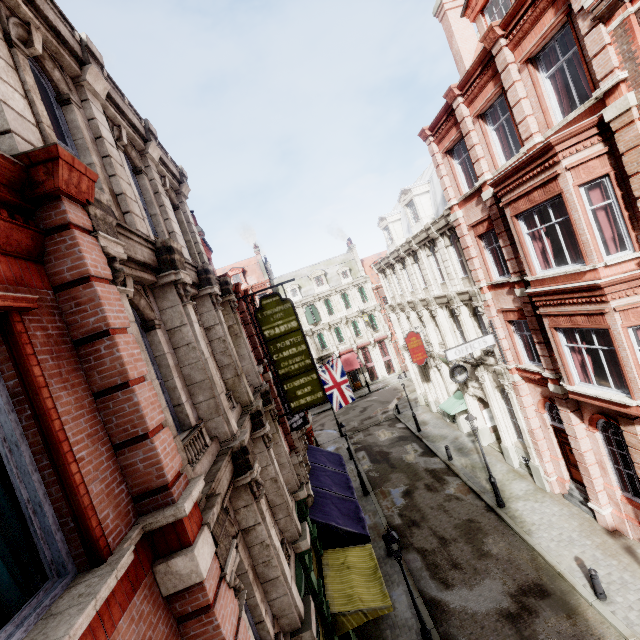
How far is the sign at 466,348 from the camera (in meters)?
14.88

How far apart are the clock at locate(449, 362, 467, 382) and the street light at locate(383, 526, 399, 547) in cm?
951

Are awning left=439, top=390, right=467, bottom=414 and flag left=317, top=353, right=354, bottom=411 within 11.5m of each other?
yes

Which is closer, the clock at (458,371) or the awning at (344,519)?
the awning at (344,519)

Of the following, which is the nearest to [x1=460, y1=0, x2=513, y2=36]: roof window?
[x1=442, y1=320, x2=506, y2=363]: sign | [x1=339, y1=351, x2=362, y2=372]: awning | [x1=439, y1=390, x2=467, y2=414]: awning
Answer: [x1=442, y1=320, x2=506, y2=363]: sign

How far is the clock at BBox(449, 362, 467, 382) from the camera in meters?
17.6

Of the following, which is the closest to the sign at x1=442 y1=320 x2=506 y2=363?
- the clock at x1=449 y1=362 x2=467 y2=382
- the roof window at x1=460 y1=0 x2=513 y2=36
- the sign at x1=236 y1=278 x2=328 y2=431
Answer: the clock at x1=449 y1=362 x2=467 y2=382

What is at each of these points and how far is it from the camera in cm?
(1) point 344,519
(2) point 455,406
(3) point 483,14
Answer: (1) awning, 1274
(2) awning, 2133
(3) roof window, 1173
